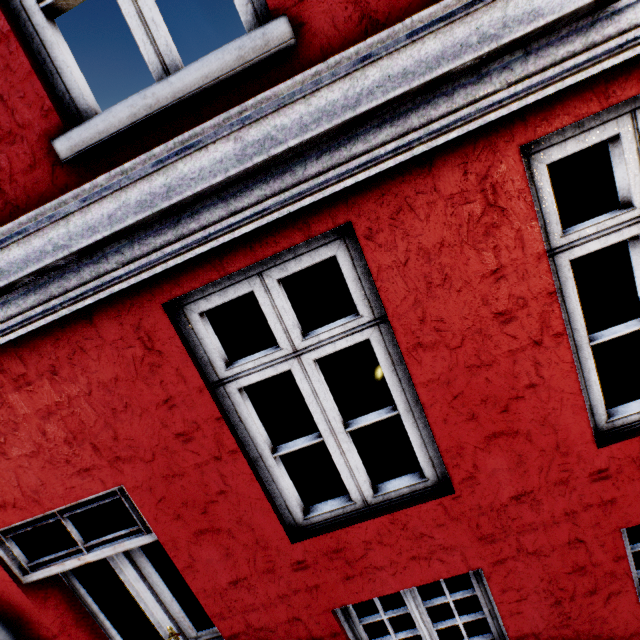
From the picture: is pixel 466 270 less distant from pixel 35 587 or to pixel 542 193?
pixel 542 193
